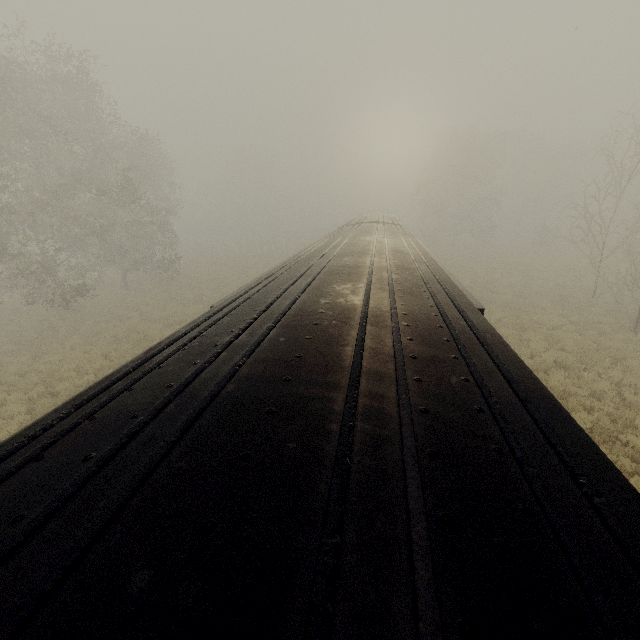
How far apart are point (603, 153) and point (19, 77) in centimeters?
3153cm

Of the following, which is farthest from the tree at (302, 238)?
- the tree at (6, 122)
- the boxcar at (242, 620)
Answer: the boxcar at (242, 620)

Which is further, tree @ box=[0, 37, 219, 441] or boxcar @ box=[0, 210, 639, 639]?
tree @ box=[0, 37, 219, 441]

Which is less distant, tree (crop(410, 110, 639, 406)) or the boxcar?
the boxcar

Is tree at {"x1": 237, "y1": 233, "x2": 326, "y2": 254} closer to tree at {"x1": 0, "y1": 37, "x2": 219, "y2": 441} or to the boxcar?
tree at {"x1": 0, "y1": 37, "x2": 219, "y2": 441}

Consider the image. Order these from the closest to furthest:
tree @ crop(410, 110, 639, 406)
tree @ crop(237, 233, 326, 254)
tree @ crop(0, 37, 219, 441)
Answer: tree @ crop(410, 110, 639, 406) → tree @ crop(0, 37, 219, 441) → tree @ crop(237, 233, 326, 254)
